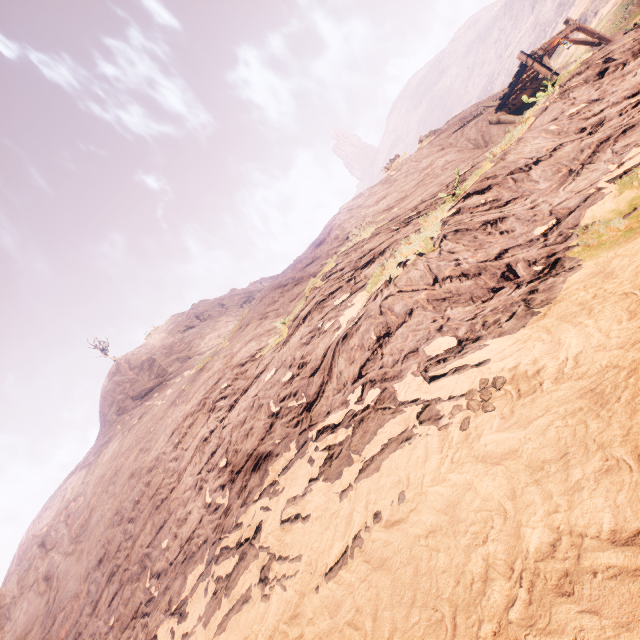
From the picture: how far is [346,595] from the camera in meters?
2.8 m
